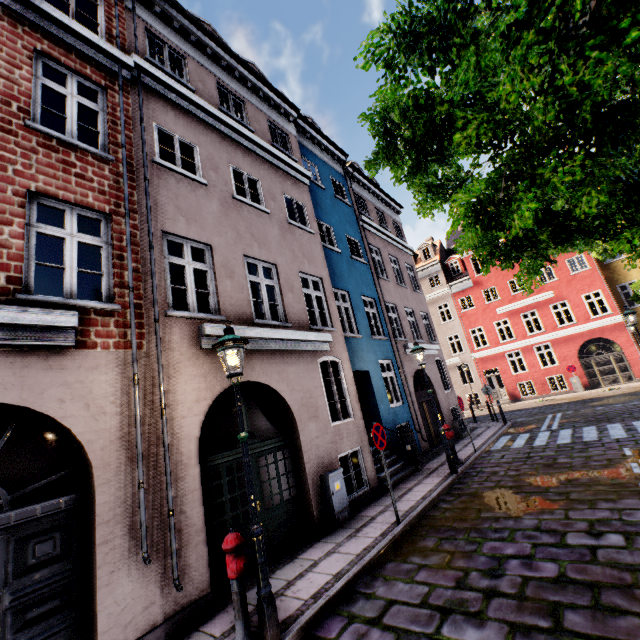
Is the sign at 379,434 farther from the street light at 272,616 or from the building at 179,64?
the street light at 272,616

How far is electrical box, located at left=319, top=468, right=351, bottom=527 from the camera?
7.04m

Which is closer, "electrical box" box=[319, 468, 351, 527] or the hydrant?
the hydrant

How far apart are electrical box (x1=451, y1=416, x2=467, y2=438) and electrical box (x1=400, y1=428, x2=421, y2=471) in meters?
5.1

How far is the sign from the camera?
6.7 meters

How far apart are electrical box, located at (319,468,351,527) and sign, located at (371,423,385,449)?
1.4m

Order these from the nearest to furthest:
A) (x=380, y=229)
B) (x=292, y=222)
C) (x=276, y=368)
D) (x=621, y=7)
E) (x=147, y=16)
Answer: (x=621, y=7) < (x=276, y=368) < (x=147, y=16) < (x=292, y=222) < (x=380, y=229)

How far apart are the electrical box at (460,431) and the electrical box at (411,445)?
5.1m
